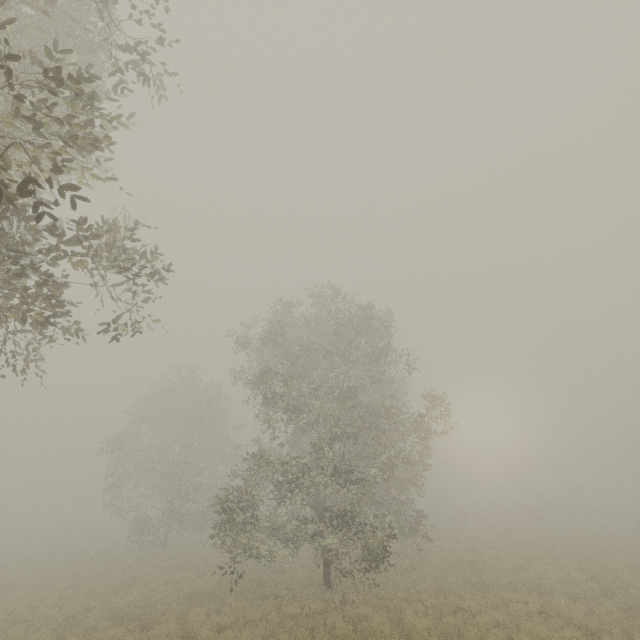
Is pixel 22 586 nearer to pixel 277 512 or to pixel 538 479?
pixel 277 512
